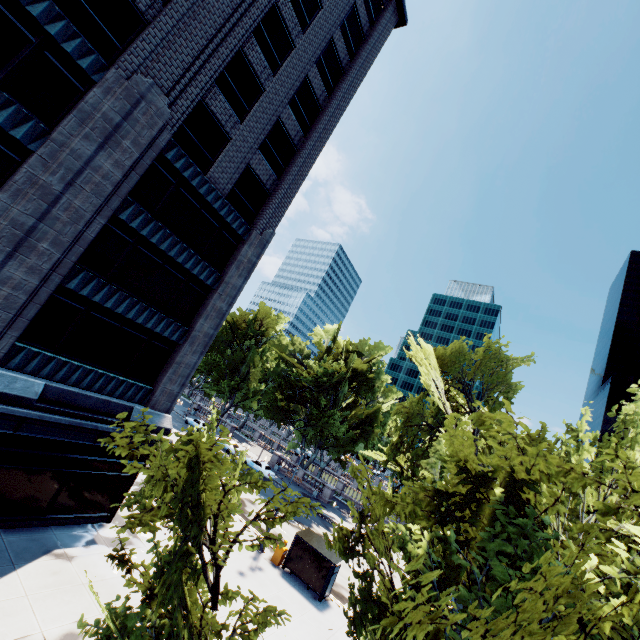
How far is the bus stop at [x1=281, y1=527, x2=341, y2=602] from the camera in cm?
2028

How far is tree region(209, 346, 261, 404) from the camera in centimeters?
5606cm

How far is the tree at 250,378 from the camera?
56.06m

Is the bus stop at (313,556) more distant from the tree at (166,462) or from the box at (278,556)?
the tree at (166,462)

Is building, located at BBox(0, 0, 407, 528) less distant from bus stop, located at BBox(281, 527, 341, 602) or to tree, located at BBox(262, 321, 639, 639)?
tree, located at BBox(262, 321, 639, 639)

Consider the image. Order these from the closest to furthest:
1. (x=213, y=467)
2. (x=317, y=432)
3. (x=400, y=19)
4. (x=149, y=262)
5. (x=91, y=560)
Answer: (x=213, y=467) < (x=91, y=560) < (x=149, y=262) < (x=400, y=19) < (x=317, y=432)

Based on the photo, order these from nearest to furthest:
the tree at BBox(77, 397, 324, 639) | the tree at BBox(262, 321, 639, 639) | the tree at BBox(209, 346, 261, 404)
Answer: the tree at BBox(262, 321, 639, 639), the tree at BBox(77, 397, 324, 639), the tree at BBox(209, 346, 261, 404)

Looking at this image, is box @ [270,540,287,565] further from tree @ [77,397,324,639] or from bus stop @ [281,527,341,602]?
tree @ [77,397,324,639]
